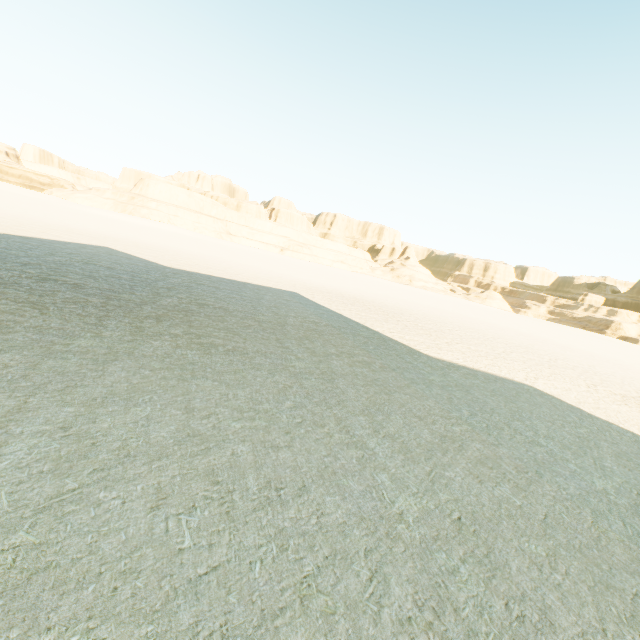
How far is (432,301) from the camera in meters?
47.8 m
